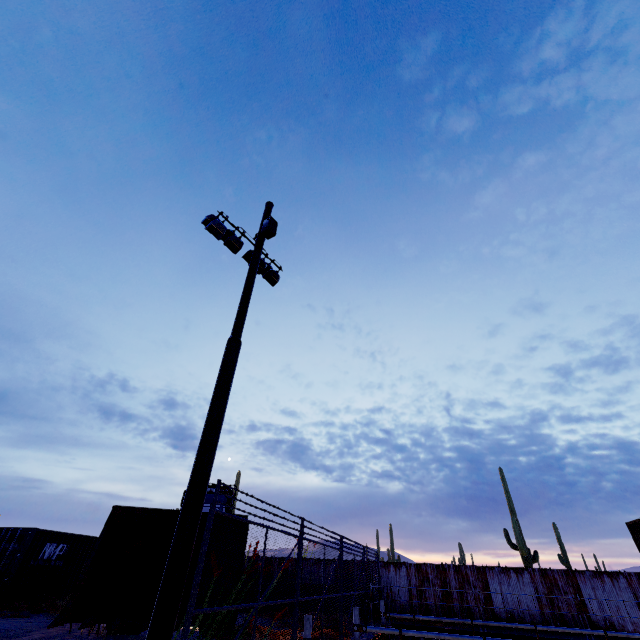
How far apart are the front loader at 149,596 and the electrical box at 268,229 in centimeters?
784cm

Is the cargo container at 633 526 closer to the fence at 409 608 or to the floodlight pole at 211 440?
the fence at 409 608

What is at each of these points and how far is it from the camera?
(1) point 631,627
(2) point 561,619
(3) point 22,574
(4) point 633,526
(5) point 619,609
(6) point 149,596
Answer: (1) fence, 14.0 meters
(2) fence, 14.8 meters
(3) cargo container, 12.7 meters
(4) cargo container, 20.6 meters
(5) fence, 14.5 meters
(6) front loader, 8.2 meters

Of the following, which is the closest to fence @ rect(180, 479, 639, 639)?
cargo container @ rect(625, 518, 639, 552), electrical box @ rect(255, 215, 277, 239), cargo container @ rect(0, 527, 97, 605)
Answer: cargo container @ rect(625, 518, 639, 552)

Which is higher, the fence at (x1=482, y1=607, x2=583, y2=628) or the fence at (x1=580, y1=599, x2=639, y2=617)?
the fence at (x1=580, y1=599, x2=639, y2=617)

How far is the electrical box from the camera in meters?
9.6

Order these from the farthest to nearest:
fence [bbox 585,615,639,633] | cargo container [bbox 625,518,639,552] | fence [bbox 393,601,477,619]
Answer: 1. cargo container [bbox 625,518,639,552]
2. fence [bbox 393,601,477,619]
3. fence [bbox 585,615,639,633]
